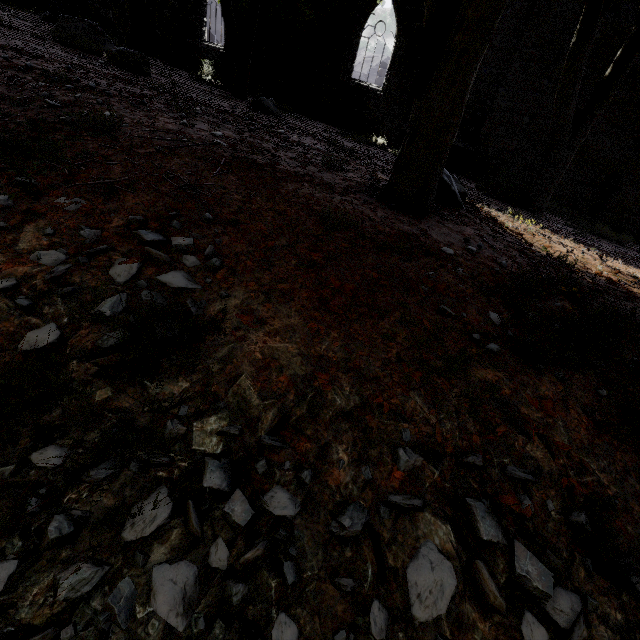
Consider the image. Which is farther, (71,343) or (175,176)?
(175,176)

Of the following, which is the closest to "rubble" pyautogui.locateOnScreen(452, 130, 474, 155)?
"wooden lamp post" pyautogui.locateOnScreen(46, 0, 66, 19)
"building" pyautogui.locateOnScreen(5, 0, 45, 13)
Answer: "building" pyautogui.locateOnScreen(5, 0, 45, 13)

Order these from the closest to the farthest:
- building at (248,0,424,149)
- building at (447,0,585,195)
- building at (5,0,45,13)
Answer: building at (447,0,585,195), building at (248,0,424,149), building at (5,0,45,13)

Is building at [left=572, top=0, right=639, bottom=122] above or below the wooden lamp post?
above

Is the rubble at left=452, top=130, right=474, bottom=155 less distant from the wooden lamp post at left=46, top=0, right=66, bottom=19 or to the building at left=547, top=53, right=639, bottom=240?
the building at left=547, top=53, right=639, bottom=240

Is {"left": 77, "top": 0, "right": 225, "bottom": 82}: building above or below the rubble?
above

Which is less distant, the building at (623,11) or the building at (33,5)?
the building at (623,11)

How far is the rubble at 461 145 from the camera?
12.02m
